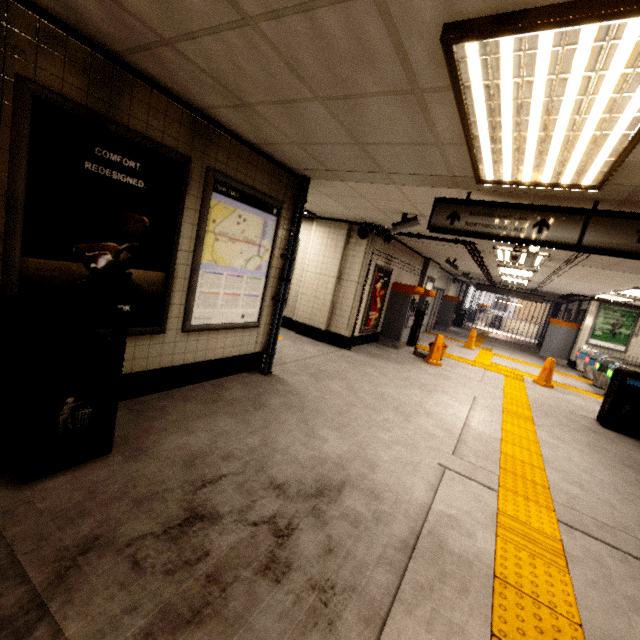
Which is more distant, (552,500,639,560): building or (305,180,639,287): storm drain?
(305,180,639,287): storm drain

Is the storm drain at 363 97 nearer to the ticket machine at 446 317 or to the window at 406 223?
the window at 406 223

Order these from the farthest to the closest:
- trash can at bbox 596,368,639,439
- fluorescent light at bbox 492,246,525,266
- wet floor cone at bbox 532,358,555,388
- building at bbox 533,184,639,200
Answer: wet floor cone at bbox 532,358,555,388 → fluorescent light at bbox 492,246,525,266 → trash can at bbox 596,368,639,439 → building at bbox 533,184,639,200

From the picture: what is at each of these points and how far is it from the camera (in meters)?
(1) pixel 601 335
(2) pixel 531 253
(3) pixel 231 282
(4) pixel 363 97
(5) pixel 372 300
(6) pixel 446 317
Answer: (1) sign, 13.02
(2) window, 5.63
(3) sign, 4.01
(4) storm drain, 2.25
(5) sign, 8.27
(6) ticket machine, 16.66

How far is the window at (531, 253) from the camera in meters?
5.6

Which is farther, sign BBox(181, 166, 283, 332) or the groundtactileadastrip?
sign BBox(181, 166, 283, 332)

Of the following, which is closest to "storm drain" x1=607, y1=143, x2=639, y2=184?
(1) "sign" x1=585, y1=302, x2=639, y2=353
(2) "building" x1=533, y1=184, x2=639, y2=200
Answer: (2) "building" x1=533, y1=184, x2=639, y2=200

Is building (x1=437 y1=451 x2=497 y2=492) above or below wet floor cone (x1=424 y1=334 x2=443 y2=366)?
below
